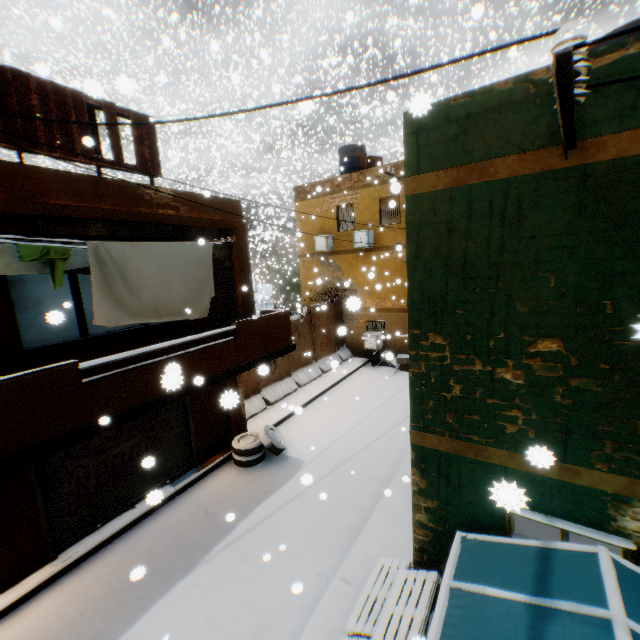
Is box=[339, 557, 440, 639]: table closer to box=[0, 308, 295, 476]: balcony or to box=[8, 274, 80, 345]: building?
box=[8, 274, 80, 345]: building

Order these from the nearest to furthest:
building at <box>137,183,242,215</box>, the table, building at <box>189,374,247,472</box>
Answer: the table → building at <box>137,183,242,215</box> → building at <box>189,374,247,472</box>

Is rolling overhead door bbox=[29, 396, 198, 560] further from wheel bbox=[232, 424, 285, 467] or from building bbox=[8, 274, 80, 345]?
wheel bbox=[232, 424, 285, 467]

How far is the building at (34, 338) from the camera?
12.4 meters

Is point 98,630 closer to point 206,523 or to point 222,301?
point 206,523

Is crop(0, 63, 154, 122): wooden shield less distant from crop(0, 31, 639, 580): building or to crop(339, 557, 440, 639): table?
crop(0, 31, 639, 580): building

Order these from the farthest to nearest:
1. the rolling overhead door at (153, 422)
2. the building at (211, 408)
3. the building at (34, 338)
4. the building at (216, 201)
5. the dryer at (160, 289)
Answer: the building at (34, 338), the building at (211, 408), the building at (216, 201), the rolling overhead door at (153, 422), the dryer at (160, 289)

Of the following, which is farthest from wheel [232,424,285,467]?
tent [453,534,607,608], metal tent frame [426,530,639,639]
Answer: metal tent frame [426,530,639,639]
